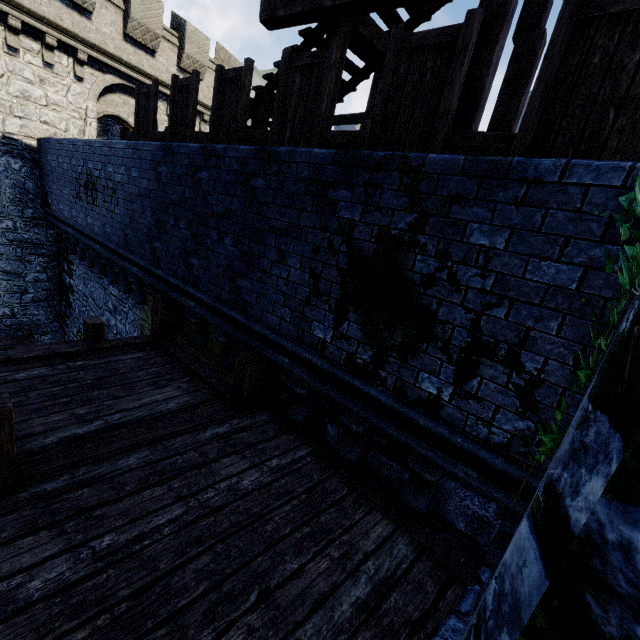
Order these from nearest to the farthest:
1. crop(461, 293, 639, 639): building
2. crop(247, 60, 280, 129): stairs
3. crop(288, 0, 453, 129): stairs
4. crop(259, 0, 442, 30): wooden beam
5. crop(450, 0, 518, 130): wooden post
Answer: crop(461, 293, 639, 639): building → crop(450, 0, 518, 130): wooden post → crop(259, 0, 442, 30): wooden beam → crop(288, 0, 453, 129): stairs → crop(247, 60, 280, 129): stairs

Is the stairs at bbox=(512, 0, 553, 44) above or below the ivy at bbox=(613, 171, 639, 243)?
above

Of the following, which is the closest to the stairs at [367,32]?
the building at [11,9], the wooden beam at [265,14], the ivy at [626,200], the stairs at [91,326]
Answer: the wooden beam at [265,14]

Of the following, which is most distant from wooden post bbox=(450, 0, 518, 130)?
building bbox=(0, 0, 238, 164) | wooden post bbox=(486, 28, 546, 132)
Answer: building bbox=(0, 0, 238, 164)

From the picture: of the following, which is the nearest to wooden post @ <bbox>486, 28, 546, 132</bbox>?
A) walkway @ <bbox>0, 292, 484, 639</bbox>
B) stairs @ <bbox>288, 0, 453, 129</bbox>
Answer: stairs @ <bbox>288, 0, 453, 129</bbox>

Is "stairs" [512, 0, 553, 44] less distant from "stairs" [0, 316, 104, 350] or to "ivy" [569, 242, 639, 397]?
"ivy" [569, 242, 639, 397]

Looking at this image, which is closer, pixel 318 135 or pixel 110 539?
pixel 110 539

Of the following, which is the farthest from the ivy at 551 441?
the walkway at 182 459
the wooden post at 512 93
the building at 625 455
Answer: the wooden post at 512 93
